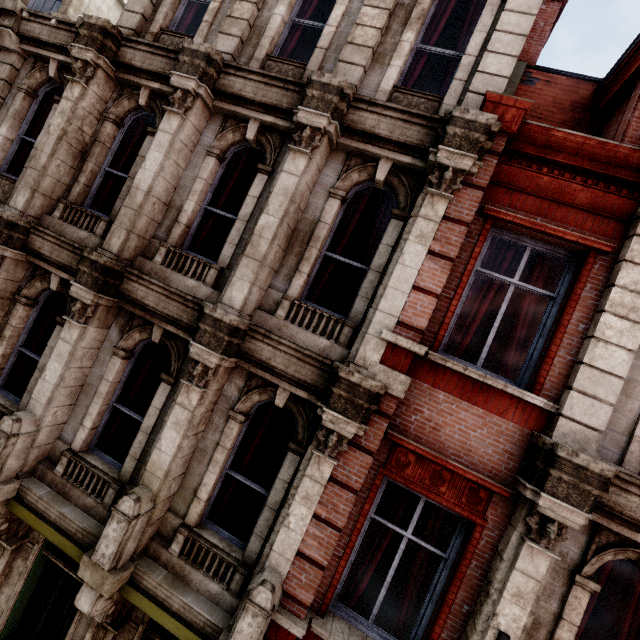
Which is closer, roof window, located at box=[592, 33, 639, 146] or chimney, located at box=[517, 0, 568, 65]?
roof window, located at box=[592, 33, 639, 146]

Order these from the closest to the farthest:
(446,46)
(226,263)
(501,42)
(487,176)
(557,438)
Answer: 1. (557,438)
2. (487,176)
3. (501,42)
4. (226,263)
5. (446,46)

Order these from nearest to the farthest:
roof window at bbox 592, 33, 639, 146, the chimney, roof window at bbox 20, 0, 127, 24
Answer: roof window at bbox 592, 33, 639, 146, the chimney, roof window at bbox 20, 0, 127, 24

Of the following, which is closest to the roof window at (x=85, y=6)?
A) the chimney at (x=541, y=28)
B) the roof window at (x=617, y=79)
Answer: the chimney at (x=541, y=28)

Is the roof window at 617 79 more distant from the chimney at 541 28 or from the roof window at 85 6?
the roof window at 85 6

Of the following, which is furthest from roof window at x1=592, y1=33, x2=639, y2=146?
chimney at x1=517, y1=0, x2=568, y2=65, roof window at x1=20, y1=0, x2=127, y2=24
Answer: roof window at x1=20, y1=0, x2=127, y2=24
